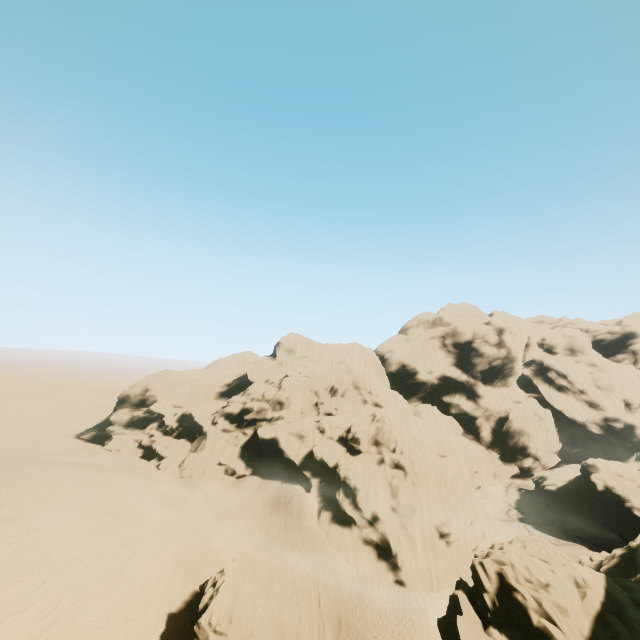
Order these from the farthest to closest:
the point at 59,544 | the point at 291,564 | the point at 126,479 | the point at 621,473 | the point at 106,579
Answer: the point at 621,473 → the point at 126,479 → the point at 291,564 → the point at 59,544 → the point at 106,579

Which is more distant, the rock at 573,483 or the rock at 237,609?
the rock at 237,609

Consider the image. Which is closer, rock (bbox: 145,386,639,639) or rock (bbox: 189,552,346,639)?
rock (bbox: 145,386,639,639)
